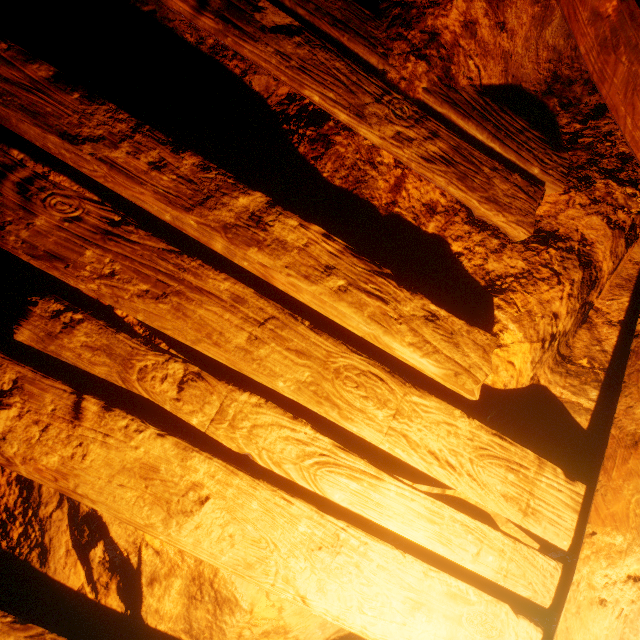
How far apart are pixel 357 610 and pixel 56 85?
1.8m
